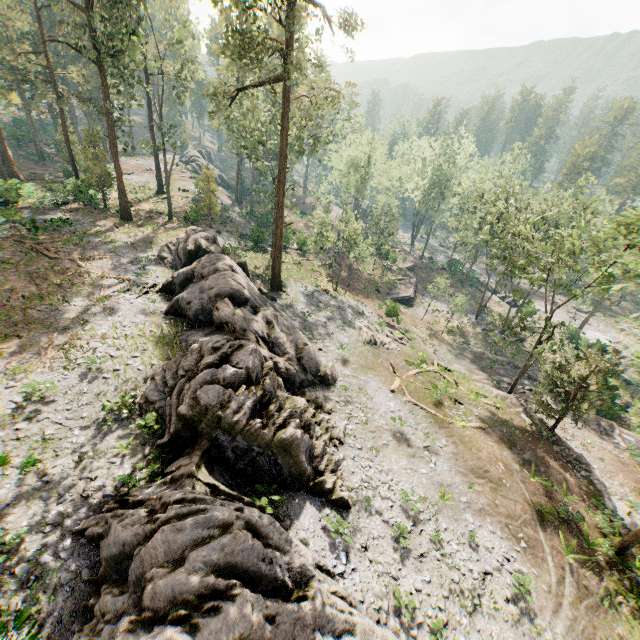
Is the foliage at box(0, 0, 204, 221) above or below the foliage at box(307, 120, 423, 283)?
above

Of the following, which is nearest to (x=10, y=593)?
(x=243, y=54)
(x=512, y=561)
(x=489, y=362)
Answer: (x=512, y=561)

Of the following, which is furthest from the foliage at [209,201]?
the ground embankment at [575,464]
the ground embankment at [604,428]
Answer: the ground embankment at [604,428]

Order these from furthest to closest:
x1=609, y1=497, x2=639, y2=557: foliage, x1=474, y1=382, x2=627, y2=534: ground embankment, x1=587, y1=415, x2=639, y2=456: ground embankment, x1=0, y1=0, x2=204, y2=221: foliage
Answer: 1. x1=587, y1=415, x2=639, y2=456: ground embankment
2. x1=0, y1=0, x2=204, y2=221: foliage
3. x1=474, y1=382, x2=627, y2=534: ground embankment
4. x1=609, y1=497, x2=639, y2=557: foliage

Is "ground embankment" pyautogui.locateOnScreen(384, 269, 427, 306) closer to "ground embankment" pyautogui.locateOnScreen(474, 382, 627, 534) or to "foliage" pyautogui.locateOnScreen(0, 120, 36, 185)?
"foliage" pyautogui.locateOnScreen(0, 120, 36, 185)

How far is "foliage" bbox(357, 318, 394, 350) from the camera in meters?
29.0

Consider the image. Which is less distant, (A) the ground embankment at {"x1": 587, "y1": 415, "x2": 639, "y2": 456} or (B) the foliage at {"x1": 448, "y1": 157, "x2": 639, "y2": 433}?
(B) the foliage at {"x1": 448, "y1": 157, "x2": 639, "y2": 433}
